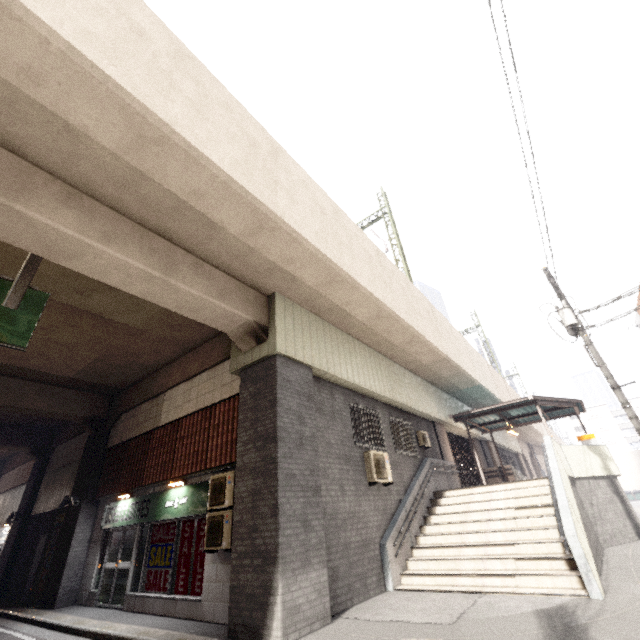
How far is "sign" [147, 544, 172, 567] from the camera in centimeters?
863cm

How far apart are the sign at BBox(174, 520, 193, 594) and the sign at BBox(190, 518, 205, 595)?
0.2 meters

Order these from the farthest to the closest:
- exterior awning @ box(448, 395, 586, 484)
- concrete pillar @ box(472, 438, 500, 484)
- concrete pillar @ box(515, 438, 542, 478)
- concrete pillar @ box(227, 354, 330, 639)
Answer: concrete pillar @ box(515, 438, 542, 478) → concrete pillar @ box(472, 438, 500, 484) → exterior awning @ box(448, 395, 586, 484) → concrete pillar @ box(227, 354, 330, 639)

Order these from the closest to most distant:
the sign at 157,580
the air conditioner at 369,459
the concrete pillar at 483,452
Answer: the sign at 157,580, the air conditioner at 369,459, the concrete pillar at 483,452

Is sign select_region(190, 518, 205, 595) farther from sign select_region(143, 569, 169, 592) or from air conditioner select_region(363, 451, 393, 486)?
air conditioner select_region(363, 451, 393, 486)

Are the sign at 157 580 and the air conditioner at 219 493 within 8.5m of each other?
yes

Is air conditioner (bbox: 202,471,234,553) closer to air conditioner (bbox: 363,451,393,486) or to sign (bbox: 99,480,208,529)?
sign (bbox: 99,480,208,529)

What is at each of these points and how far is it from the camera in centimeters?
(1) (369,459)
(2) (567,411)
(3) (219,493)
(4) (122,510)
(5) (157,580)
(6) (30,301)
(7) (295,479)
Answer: (1) air conditioner, 942cm
(2) exterior awning, 1675cm
(3) air conditioner, 768cm
(4) sign, 1062cm
(5) sign, 859cm
(6) sign, 536cm
(7) concrete pillar, 675cm
